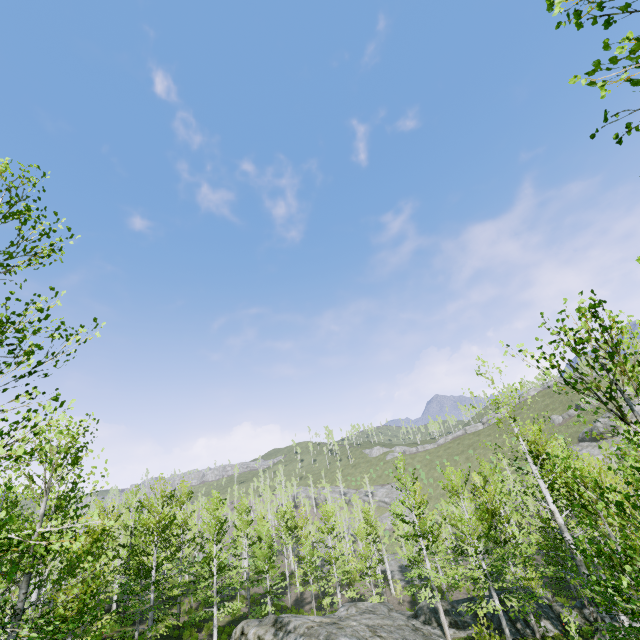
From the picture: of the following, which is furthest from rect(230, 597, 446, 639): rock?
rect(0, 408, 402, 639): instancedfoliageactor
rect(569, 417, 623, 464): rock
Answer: rect(569, 417, 623, 464): rock

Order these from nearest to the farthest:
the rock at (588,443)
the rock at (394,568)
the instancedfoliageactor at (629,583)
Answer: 1. the instancedfoliageactor at (629,583)
2. the rock at (394,568)
3. the rock at (588,443)

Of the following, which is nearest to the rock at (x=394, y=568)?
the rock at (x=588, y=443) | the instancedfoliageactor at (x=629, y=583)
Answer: the instancedfoliageactor at (x=629, y=583)

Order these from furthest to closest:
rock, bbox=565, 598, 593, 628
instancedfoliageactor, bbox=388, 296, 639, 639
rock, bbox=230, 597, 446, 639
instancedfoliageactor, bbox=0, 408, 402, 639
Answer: rock, bbox=565, 598, 593, 628
rock, bbox=230, 597, 446, 639
instancedfoliageactor, bbox=0, 408, 402, 639
instancedfoliageactor, bbox=388, 296, 639, 639

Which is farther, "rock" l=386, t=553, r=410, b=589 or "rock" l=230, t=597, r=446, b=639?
"rock" l=386, t=553, r=410, b=589

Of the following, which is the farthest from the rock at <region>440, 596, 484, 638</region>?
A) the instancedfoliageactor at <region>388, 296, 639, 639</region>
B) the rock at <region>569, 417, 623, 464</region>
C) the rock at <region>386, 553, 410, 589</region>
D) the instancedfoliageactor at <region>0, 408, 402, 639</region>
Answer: the rock at <region>569, 417, 623, 464</region>

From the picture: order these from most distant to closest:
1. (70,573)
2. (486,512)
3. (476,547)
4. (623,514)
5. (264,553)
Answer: (486,512)
(264,553)
(476,547)
(70,573)
(623,514)

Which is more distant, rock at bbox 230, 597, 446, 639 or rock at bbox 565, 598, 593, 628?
rock at bbox 565, 598, 593, 628
